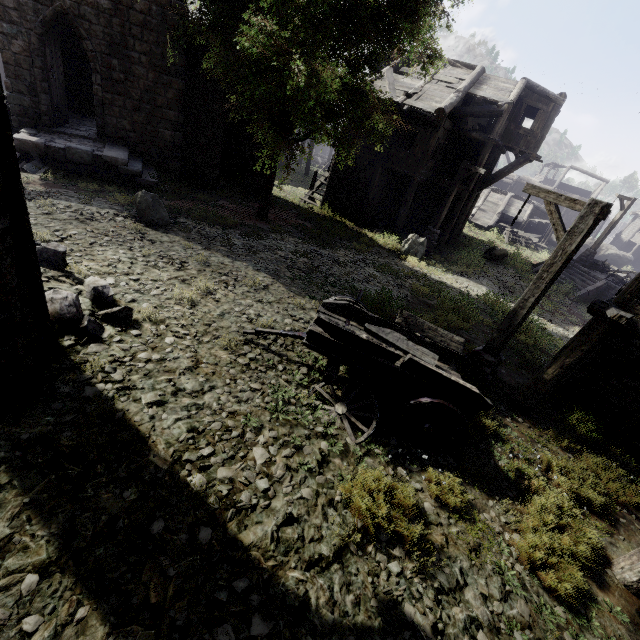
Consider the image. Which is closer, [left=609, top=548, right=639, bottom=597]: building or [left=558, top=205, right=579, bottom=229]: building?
[left=609, top=548, right=639, bottom=597]: building

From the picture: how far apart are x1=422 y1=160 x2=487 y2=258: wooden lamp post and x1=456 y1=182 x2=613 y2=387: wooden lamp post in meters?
10.2

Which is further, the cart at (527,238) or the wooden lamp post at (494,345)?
the cart at (527,238)

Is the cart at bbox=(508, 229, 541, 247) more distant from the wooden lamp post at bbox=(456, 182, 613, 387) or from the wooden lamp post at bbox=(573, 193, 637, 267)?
the wooden lamp post at bbox=(456, 182, 613, 387)

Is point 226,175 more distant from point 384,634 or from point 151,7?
point 384,634

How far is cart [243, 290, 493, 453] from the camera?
4.9 meters

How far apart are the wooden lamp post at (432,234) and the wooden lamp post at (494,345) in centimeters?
1018cm

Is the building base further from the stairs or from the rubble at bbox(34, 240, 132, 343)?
the rubble at bbox(34, 240, 132, 343)
